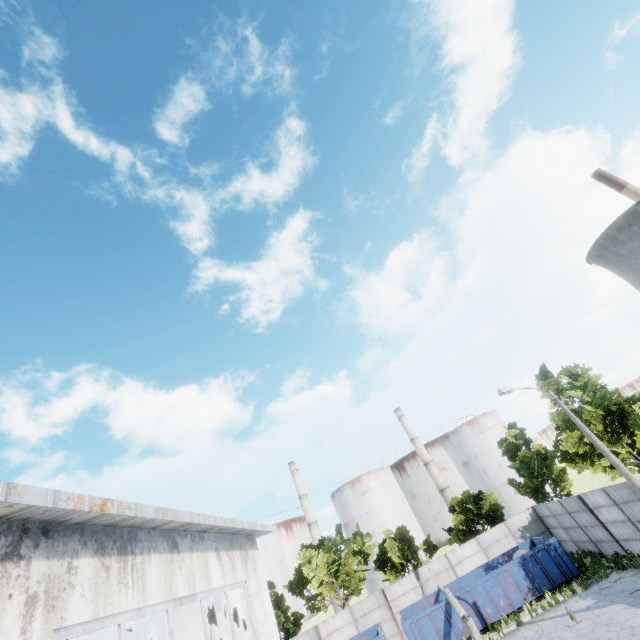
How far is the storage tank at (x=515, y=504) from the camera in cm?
5356

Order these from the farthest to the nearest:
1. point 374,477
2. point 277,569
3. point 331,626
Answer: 1. point 374,477
2. point 277,569
3. point 331,626

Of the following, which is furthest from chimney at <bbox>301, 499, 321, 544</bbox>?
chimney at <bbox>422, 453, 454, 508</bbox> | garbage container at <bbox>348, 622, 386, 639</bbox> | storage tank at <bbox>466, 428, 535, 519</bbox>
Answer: garbage container at <bbox>348, 622, 386, 639</bbox>

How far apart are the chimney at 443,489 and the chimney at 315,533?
21.6 meters

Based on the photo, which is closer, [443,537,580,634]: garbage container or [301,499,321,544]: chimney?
[443,537,580,634]: garbage container

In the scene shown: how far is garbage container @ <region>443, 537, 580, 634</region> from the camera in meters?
20.2

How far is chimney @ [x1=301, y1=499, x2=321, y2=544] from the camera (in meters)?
56.19

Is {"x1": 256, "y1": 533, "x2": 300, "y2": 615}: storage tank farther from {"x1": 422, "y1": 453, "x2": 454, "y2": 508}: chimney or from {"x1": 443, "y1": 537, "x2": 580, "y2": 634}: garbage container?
{"x1": 443, "y1": 537, "x2": 580, "y2": 634}: garbage container
